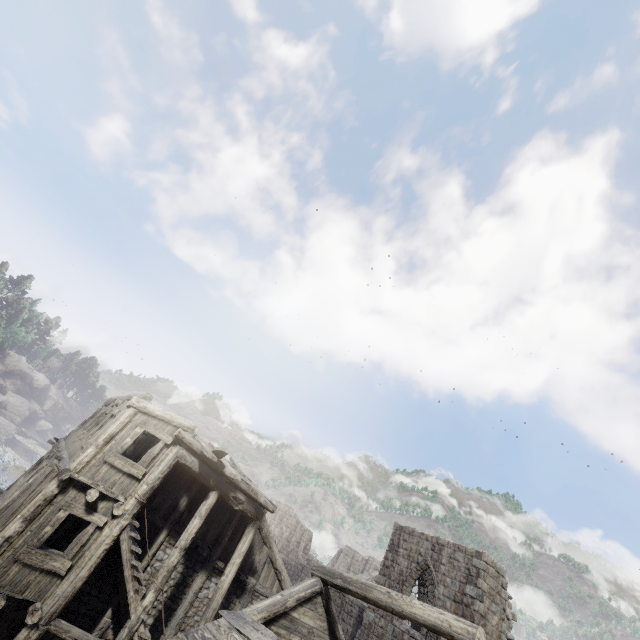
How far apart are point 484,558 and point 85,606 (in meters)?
16.63
